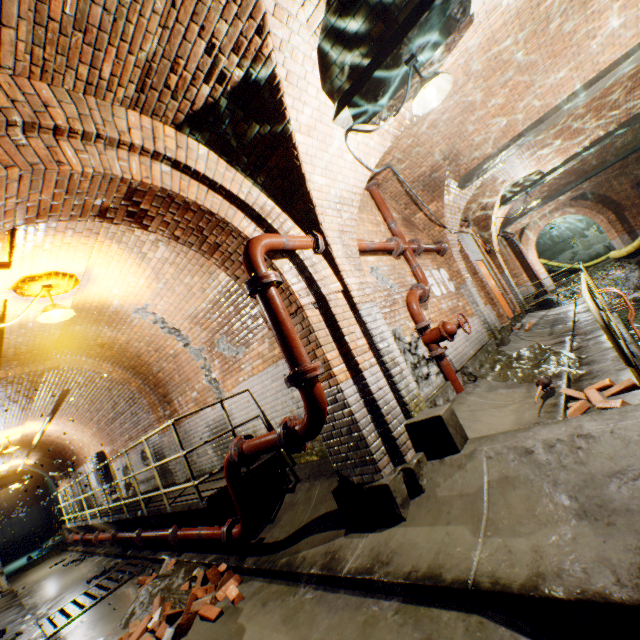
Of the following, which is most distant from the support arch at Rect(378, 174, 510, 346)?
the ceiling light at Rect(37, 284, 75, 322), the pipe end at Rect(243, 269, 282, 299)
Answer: the ceiling light at Rect(37, 284, 75, 322)

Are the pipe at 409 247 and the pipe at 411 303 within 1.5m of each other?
yes

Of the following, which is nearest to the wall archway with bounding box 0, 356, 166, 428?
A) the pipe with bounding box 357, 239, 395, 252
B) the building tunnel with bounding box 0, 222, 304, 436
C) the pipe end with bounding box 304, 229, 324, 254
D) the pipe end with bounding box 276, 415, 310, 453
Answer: the building tunnel with bounding box 0, 222, 304, 436

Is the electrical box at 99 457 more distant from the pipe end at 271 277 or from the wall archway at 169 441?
the pipe end at 271 277

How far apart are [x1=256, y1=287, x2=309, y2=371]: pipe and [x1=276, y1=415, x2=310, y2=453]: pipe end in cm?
54

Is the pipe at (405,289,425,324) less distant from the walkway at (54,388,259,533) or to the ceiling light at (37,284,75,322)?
the walkway at (54,388,259,533)

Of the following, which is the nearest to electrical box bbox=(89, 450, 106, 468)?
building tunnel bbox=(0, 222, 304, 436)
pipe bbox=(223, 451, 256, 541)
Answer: building tunnel bbox=(0, 222, 304, 436)

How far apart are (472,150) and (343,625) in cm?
805
